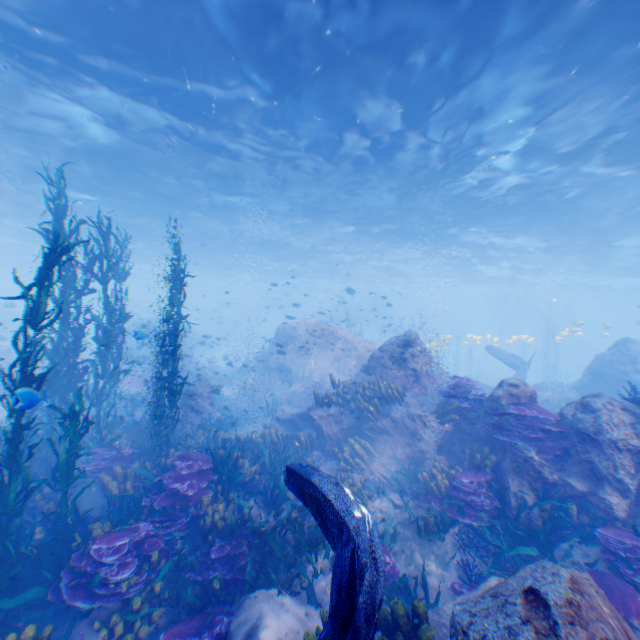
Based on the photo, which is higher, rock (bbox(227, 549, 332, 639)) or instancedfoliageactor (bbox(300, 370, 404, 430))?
instancedfoliageactor (bbox(300, 370, 404, 430))

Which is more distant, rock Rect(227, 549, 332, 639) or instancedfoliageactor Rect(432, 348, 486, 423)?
instancedfoliageactor Rect(432, 348, 486, 423)

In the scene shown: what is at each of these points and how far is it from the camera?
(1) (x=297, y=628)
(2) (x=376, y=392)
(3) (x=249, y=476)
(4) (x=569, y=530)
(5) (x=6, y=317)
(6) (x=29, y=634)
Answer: (1) rock, 4.8m
(2) instancedfoliageactor, 9.6m
(3) instancedfoliageactor, 8.2m
(4) instancedfoliageactor, 5.9m
(5) submarine, 31.8m
(6) instancedfoliageactor, 4.4m

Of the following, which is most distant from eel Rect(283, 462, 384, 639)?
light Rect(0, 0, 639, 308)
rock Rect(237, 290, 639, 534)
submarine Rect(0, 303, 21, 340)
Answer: submarine Rect(0, 303, 21, 340)

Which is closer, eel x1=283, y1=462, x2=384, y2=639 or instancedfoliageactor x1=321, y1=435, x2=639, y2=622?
eel x1=283, y1=462, x2=384, y2=639

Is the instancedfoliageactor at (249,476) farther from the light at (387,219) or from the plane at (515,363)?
the light at (387,219)

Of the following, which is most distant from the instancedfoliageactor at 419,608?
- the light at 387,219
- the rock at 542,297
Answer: the light at 387,219

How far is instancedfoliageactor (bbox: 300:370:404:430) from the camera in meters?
9.3
